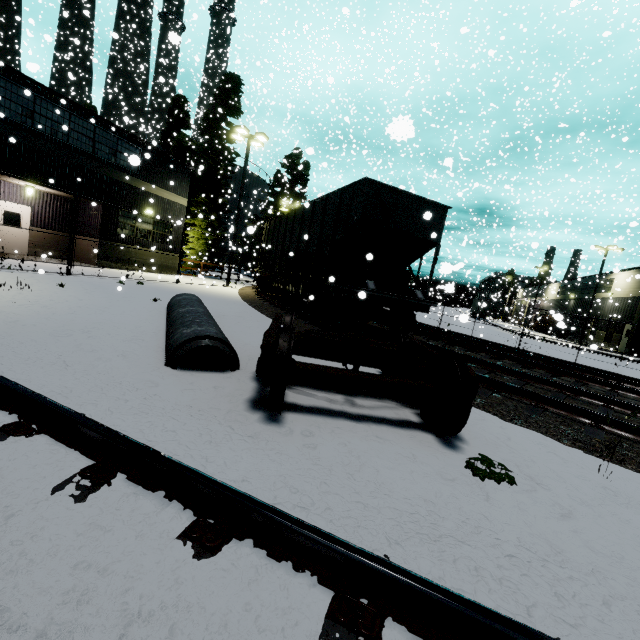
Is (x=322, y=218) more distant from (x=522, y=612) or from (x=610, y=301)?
(x=610, y=301)

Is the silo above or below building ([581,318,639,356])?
above

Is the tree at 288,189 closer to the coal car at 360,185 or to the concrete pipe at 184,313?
the coal car at 360,185

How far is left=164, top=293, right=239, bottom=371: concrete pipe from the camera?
4.51m

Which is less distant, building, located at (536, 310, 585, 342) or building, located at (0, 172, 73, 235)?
building, located at (536, 310, 585, 342)

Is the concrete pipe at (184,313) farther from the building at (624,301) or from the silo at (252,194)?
the silo at (252,194)

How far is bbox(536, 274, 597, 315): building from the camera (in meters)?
36.97

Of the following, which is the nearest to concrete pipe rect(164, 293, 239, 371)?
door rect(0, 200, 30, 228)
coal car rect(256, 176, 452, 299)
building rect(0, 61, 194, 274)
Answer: coal car rect(256, 176, 452, 299)
